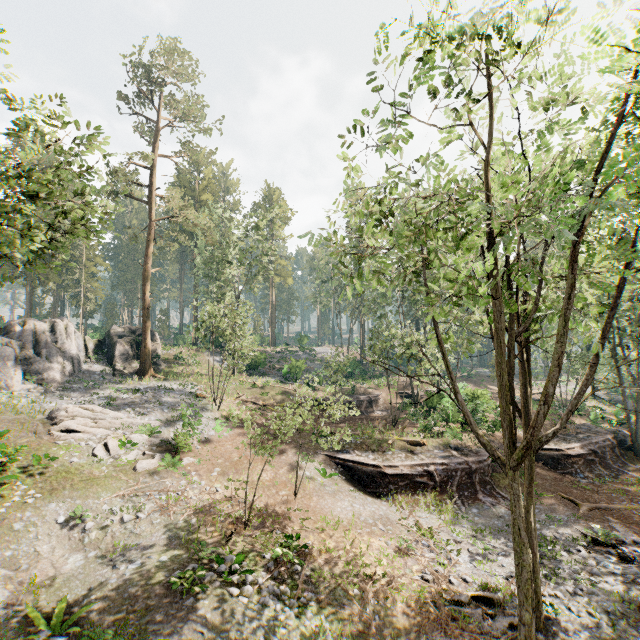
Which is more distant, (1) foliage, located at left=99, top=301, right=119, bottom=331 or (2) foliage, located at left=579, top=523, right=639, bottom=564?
(1) foliage, located at left=99, top=301, right=119, bottom=331

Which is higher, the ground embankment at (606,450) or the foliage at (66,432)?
the foliage at (66,432)

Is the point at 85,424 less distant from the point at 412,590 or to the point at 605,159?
the point at 412,590

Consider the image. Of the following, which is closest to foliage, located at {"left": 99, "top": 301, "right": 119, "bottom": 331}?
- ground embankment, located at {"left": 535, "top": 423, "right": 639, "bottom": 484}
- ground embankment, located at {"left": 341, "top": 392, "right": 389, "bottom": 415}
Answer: ground embankment, located at {"left": 535, "top": 423, "right": 639, "bottom": 484}

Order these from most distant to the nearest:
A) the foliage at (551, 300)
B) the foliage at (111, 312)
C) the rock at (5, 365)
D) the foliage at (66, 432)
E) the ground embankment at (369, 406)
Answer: the foliage at (111, 312)
the ground embankment at (369, 406)
the rock at (5, 365)
the foliage at (66, 432)
the foliage at (551, 300)

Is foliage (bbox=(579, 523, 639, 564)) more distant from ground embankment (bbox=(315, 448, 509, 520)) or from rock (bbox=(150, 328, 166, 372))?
ground embankment (bbox=(315, 448, 509, 520))

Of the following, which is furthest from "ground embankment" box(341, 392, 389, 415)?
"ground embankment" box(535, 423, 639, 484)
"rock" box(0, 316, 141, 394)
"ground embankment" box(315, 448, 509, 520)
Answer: "rock" box(0, 316, 141, 394)

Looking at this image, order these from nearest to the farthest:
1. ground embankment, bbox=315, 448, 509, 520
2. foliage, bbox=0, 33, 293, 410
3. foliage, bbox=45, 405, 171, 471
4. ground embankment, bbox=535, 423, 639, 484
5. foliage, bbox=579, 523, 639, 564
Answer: foliage, bbox=0, 33, 293, 410
foliage, bbox=579, 523, 639, 564
foliage, bbox=45, 405, 171, 471
ground embankment, bbox=315, 448, 509, 520
ground embankment, bbox=535, 423, 639, 484
